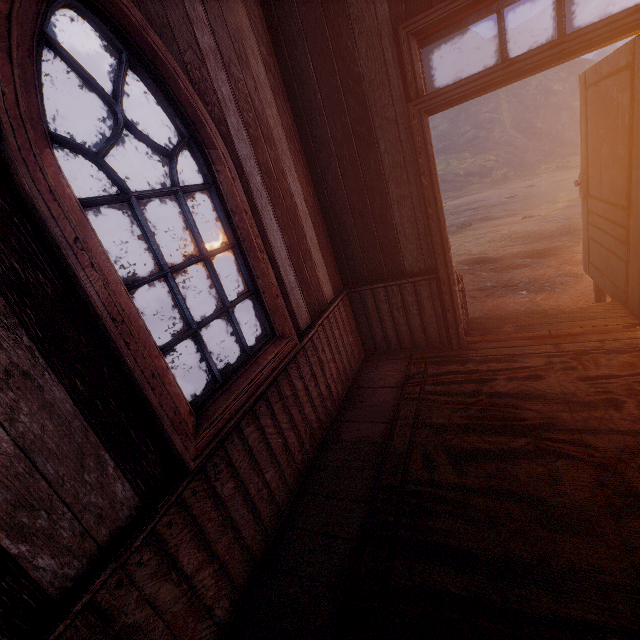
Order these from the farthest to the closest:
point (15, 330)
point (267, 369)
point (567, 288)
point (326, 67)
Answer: point (567, 288) → point (326, 67) → point (267, 369) → point (15, 330)

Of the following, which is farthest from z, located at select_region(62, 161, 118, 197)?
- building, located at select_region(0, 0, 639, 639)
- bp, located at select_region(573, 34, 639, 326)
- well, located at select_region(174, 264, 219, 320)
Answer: bp, located at select_region(573, 34, 639, 326)

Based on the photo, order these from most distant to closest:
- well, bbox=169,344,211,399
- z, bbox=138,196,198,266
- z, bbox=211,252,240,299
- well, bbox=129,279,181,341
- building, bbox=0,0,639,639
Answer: z, bbox=138,196,198,266, z, bbox=211,252,240,299, well, bbox=169,344,211,399, well, bbox=129,279,181,341, building, bbox=0,0,639,639

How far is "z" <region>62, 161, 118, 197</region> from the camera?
30.86m

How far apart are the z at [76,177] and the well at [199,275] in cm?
3207

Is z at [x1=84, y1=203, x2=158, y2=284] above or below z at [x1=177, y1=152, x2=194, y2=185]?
below

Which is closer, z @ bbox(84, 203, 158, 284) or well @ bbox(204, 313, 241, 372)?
well @ bbox(204, 313, 241, 372)

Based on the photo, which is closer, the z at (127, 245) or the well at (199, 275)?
the well at (199, 275)
